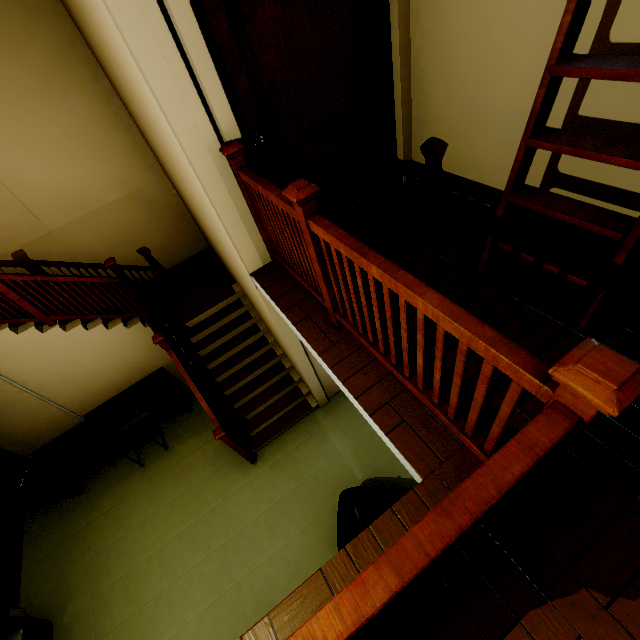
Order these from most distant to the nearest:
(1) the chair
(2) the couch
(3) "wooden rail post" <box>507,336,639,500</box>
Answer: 1. (1) the chair
2. (2) the couch
3. (3) "wooden rail post" <box>507,336,639,500</box>

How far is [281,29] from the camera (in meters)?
2.21

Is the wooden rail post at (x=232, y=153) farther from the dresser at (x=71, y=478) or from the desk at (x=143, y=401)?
the dresser at (x=71, y=478)

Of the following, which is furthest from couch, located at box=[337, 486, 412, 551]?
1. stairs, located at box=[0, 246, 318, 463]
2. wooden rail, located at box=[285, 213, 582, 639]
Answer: wooden rail, located at box=[285, 213, 582, 639]

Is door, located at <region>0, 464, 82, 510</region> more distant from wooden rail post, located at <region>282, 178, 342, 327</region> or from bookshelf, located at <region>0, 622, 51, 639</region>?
wooden rail post, located at <region>282, 178, 342, 327</region>

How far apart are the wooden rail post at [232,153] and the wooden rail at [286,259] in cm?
5

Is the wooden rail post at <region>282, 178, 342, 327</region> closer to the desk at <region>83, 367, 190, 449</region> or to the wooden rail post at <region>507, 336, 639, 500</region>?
the wooden rail post at <region>507, 336, 639, 500</region>

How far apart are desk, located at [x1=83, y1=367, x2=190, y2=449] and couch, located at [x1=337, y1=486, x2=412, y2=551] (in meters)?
3.19
